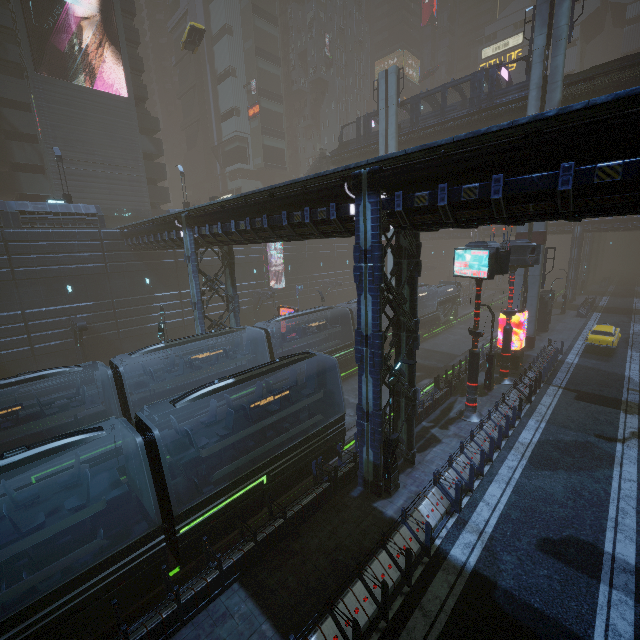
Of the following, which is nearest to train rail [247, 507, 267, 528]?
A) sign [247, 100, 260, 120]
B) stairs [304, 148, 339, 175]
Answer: stairs [304, 148, 339, 175]

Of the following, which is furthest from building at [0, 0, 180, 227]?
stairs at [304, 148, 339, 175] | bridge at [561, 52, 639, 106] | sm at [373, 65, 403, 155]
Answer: bridge at [561, 52, 639, 106]

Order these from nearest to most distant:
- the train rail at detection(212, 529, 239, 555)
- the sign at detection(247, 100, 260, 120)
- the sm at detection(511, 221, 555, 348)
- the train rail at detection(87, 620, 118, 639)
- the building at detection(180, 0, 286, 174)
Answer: the train rail at detection(87, 620, 118, 639) < the train rail at detection(212, 529, 239, 555) < the sm at detection(511, 221, 555, 348) < the building at detection(180, 0, 286, 174) < the sign at detection(247, 100, 260, 120)

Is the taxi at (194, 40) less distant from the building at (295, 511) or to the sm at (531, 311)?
the building at (295, 511)

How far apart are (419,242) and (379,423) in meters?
7.0 m

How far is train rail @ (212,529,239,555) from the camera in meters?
11.7

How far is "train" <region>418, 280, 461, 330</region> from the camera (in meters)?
34.59

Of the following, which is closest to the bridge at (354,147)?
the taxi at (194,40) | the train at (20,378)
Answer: the taxi at (194,40)
